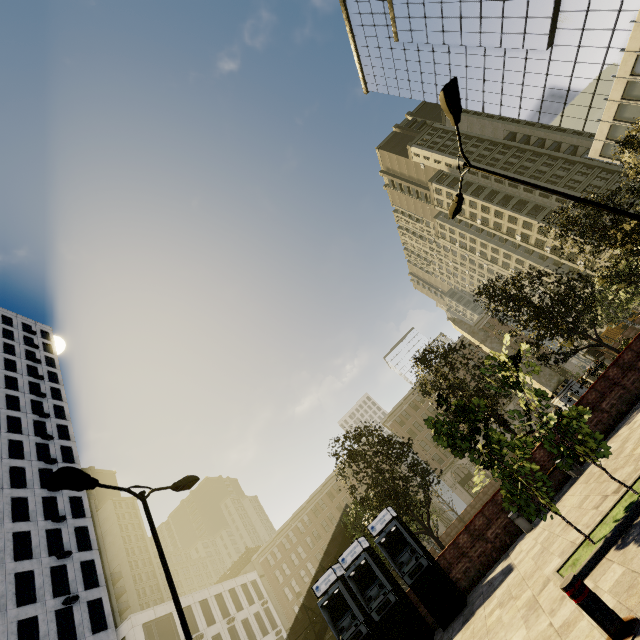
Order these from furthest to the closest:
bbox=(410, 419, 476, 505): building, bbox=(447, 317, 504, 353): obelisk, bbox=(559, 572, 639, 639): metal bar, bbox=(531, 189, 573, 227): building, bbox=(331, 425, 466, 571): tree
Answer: bbox=(531, 189, 573, 227): building < bbox=(410, 419, 476, 505): building < bbox=(447, 317, 504, 353): obelisk < bbox=(331, 425, 466, 571): tree < bbox=(559, 572, 639, 639): metal bar

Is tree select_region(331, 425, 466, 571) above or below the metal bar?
above

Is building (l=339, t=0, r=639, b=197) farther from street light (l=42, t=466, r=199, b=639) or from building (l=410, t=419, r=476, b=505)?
street light (l=42, t=466, r=199, b=639)

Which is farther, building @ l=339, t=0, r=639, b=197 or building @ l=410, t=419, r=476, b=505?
building @ l=410, t=419, r=476, b=505

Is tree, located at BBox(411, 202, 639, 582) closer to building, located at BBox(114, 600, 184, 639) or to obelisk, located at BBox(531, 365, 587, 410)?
obelisk, located at BBox(531, 365, 587, 410)

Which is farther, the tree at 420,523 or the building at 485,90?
the building at 485,90

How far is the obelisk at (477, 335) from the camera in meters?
27.4

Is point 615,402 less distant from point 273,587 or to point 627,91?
point 627,91
